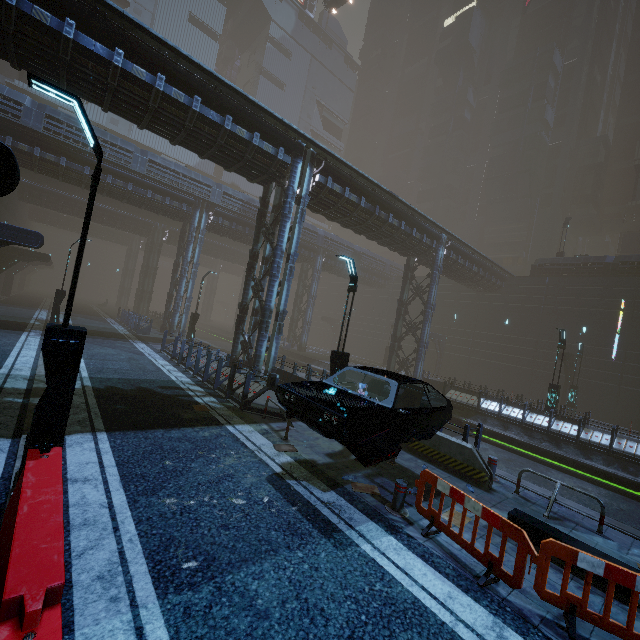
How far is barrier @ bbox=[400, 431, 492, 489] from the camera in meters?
Result: 8.1

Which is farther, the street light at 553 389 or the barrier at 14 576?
the street light at 553 389

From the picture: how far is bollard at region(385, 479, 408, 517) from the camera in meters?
6.1 m

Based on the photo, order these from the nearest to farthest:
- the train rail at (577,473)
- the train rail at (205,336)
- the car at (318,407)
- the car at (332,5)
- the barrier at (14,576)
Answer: the barrier at (14,576)
the car at (318,407)
the train rail at (577,473)
the train rail at (205,336)
the car at (332,5)

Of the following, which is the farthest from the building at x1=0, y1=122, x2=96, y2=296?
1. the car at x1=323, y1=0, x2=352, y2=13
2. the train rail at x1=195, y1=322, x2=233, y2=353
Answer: the car at x1=323, y1=0, x2=352, y2=13

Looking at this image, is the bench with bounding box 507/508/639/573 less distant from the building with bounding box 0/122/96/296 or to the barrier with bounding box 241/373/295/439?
the building with bounding box 0/122/96/296

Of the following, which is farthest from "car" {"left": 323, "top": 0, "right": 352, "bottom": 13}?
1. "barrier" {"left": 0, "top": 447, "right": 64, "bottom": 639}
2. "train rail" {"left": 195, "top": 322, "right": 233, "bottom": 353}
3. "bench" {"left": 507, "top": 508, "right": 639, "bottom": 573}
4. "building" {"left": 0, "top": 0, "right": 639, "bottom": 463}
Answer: "barrier" {"left": 0, "top": 447, "right": 64, "bottom": 639}

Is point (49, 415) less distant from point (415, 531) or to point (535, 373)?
point (415, 531)
